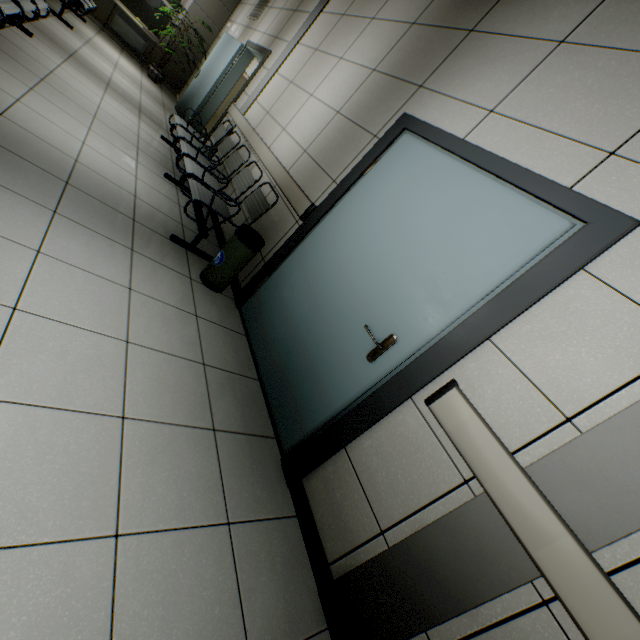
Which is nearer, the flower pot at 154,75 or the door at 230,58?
the door at 230,58

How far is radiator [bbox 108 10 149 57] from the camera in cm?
792

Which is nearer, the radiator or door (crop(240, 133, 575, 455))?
door (crop(240, 133, 575, 455))

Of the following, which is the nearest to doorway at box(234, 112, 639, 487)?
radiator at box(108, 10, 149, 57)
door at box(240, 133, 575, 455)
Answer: door at box(240, 133, 575, 455)

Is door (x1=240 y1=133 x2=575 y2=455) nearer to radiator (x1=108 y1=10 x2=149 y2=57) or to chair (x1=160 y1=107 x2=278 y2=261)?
chair (x1=160 y1=107 x2=278 y2=261)

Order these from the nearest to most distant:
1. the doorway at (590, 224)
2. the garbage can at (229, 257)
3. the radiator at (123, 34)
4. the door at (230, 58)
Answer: the doorway at (590, 224)
the garbage can at (229, 257)
the door at (230, 58)
the radiator at (123, 34)

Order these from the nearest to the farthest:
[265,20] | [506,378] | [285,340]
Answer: [506,378], [285,340], [265,20]

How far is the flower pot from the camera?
8.08m
